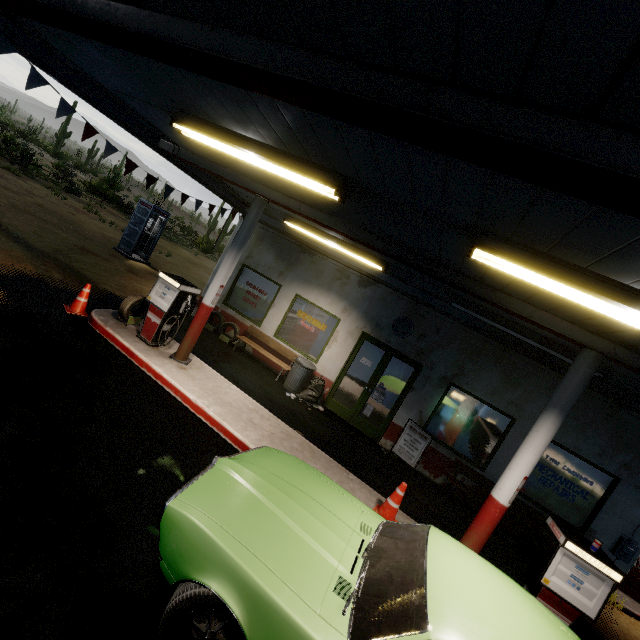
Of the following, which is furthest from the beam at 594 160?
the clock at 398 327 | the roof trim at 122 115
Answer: the clock at 398 327

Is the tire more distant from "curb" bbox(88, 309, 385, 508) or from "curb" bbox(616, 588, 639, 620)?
"curb" bbox(616, 588, 639, 620)

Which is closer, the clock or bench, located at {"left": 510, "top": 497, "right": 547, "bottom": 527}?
bench, located at {"left": 510, "top": 497, "right": 547, "bottom": 527}

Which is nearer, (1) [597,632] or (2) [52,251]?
(1) [597,632]

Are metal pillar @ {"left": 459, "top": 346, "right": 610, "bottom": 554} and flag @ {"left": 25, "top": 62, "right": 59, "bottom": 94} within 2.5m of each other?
no

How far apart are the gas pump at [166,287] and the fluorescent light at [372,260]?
2.8 meters

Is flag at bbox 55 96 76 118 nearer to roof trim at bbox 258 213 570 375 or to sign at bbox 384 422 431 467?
roof trim at bbox 258 213 570 375

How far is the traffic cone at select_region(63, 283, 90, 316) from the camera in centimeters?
697cm
